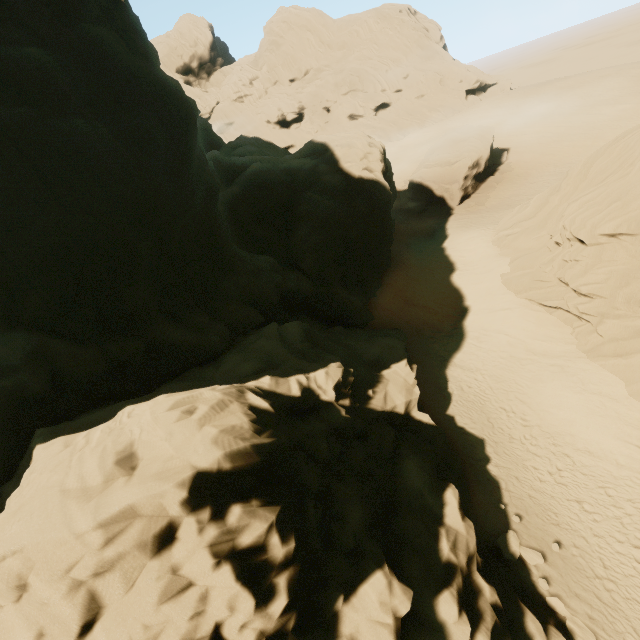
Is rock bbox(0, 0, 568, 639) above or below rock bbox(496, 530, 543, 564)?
above

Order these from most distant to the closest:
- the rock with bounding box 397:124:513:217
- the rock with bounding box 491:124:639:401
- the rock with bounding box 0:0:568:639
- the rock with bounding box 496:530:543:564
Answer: the rock with bounding box 397:124:513:217 → the rock with bounding box 491:124:639:401 → the rock with bounding box 496:530:543:564 → the rock with bounding box 0:0:568:639

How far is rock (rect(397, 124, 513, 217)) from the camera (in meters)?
34.84

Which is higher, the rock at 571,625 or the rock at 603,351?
the rock at 603,351

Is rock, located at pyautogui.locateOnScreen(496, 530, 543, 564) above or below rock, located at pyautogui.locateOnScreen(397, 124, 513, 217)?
below

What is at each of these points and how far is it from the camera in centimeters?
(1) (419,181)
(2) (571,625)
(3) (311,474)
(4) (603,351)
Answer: (1) rock, 3766cm
(2) rock, 1032cm
(3) rock, 939cm
(4) rock, 1672cm

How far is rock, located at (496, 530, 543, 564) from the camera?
11.9m
